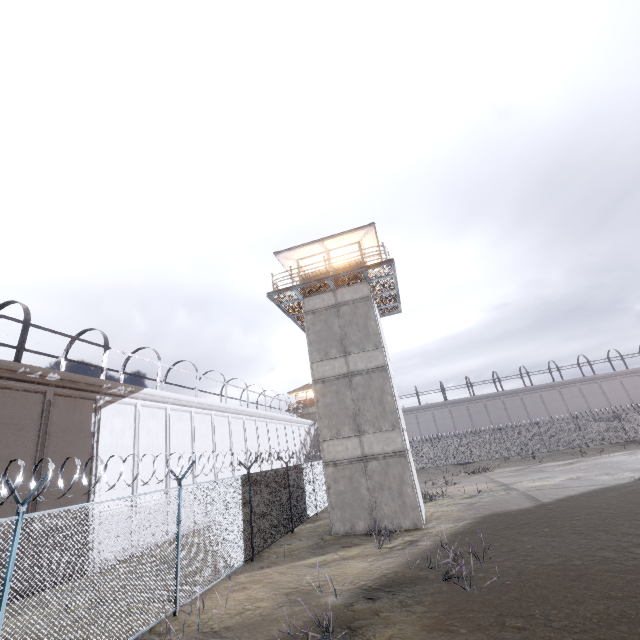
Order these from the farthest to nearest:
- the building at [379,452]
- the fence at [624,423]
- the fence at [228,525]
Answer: the fence at [624,423], the building at [379,452], the fence at [228,525]

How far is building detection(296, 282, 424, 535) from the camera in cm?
1413

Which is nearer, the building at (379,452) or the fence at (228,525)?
the fence at (228,525)

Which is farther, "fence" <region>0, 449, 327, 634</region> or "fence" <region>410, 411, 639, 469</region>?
"fence" <region>410, 411, 639, 469</region>

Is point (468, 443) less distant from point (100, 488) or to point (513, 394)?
point (513, 394)

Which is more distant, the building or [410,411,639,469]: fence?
[410,411,639,469]: fence

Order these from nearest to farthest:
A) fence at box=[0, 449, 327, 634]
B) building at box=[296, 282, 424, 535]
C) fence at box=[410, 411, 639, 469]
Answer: fence at box=[0, 449, 327, 634] < building at box=[296, 282, 424, 535] < fence at box=[410, 411, 639, 469]
